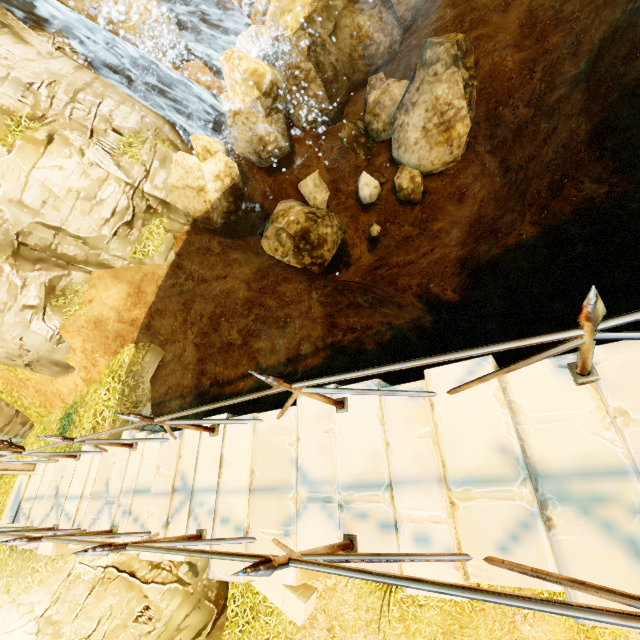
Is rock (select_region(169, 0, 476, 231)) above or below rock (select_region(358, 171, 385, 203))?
above

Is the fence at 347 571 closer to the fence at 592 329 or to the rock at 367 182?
the fence at 592 329

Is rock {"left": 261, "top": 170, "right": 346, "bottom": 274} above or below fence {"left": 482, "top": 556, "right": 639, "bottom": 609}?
below

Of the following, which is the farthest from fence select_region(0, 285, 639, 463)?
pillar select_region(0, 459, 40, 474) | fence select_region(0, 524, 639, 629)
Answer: fence select_region(0, 524, 639, 629)

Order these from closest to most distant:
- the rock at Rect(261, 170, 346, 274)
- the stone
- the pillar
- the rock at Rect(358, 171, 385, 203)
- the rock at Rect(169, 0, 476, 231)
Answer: the stone → the pillar → the rock at Rect(169, 0, 476, 231) → the rock at Rect(261, 170, 346, 274) → the rock at Rect(358, 171, 385, 203)

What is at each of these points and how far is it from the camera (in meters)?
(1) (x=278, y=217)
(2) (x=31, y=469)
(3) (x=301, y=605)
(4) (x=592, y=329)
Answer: (1) rock, 13.78
(2) pillar, 7.86
(3) stone, 6.65
(4) fence, 1.79

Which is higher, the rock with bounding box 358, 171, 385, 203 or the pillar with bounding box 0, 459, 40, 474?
the pillar with bounding box 0, 459, 40, 474

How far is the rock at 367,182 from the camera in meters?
13.5 m
